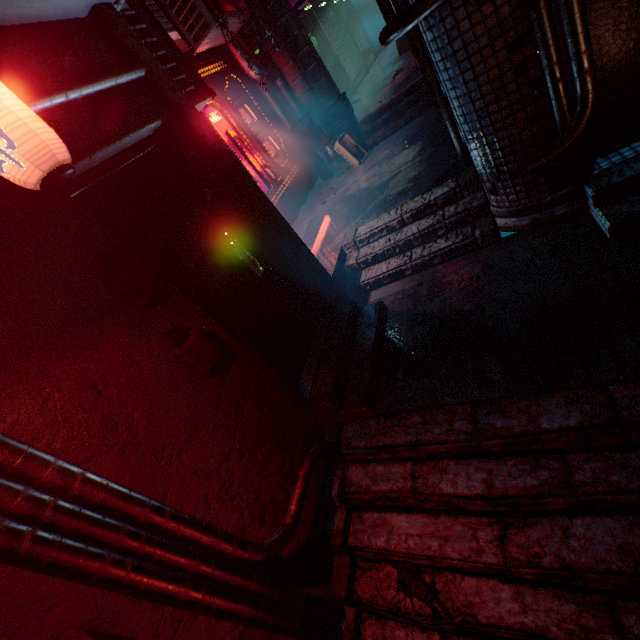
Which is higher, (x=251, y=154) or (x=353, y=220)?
(x=251, y=154)

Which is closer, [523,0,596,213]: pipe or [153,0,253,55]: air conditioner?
[523,0,596,213]: pipe

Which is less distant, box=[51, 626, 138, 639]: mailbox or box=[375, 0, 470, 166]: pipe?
box=[51, 626, 138, 639]: mailbox

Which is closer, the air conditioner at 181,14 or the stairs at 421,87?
the air conditioner at 181,14

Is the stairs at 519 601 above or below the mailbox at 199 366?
below

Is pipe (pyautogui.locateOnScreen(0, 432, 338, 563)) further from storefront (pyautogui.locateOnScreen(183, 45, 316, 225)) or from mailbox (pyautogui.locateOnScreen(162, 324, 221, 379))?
storefront (pyautogui.locateOnScreen(183, 45, 316, 225))

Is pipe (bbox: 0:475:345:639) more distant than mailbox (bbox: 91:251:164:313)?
No

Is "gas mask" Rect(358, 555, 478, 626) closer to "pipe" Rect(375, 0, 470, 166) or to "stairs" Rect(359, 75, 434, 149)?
"pipe" Rect(375, 0, 470, 166)
